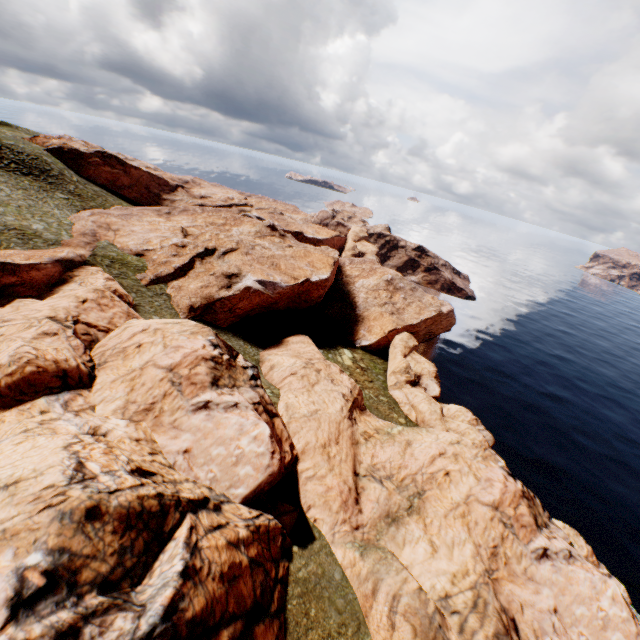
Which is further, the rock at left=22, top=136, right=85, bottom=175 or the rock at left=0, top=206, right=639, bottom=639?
the rock at left=22, top=136, right=85, bottom=175

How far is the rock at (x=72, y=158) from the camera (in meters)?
57.16

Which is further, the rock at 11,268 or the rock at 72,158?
the rock at 72,158

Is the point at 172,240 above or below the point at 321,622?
above

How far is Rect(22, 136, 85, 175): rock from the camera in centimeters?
5716cm
